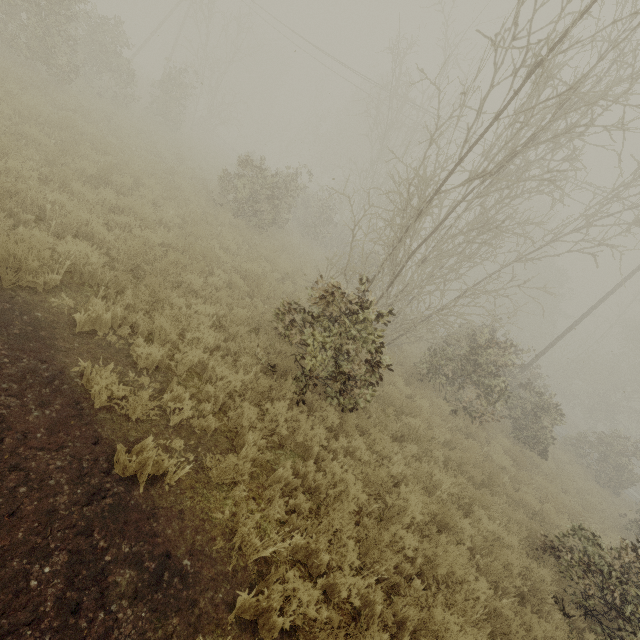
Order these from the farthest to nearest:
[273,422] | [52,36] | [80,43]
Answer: [80,43], [52,36], [273,422]
